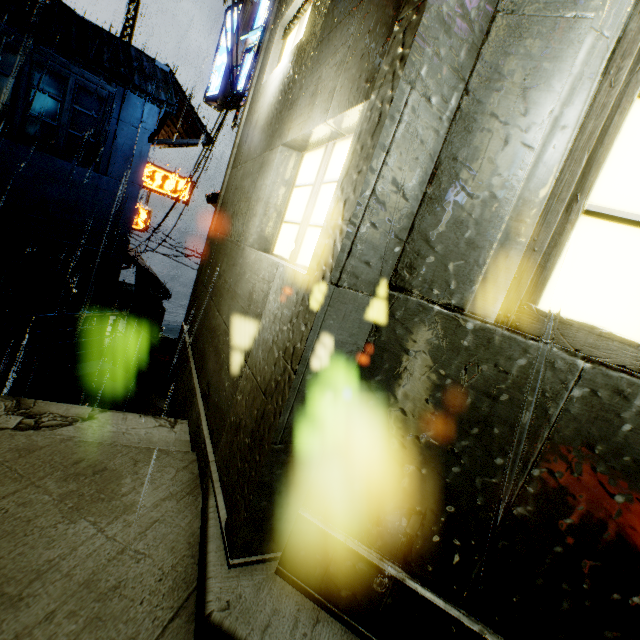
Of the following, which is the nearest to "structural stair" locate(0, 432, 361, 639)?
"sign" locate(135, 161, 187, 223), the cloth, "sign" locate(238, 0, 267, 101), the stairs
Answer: the stairs

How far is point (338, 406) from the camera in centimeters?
147cm

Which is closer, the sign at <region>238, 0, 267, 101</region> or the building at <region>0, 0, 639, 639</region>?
the building at <region>0, 0, 639, 639</region>

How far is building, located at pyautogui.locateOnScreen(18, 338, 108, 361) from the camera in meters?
13.7

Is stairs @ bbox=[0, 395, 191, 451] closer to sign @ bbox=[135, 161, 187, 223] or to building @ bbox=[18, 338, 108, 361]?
building @ bbox=[18, 338, 108, 361]

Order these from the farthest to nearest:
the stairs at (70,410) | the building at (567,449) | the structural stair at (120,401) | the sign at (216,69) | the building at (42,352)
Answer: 1. the building at (42,352)
2. the sign at (216,69)
3. the structural stair at (120,401)
4. the stairs at (70,410)
5. the building at (567,449)

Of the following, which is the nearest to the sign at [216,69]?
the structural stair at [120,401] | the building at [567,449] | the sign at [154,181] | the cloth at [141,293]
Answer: the building at [567,449]
